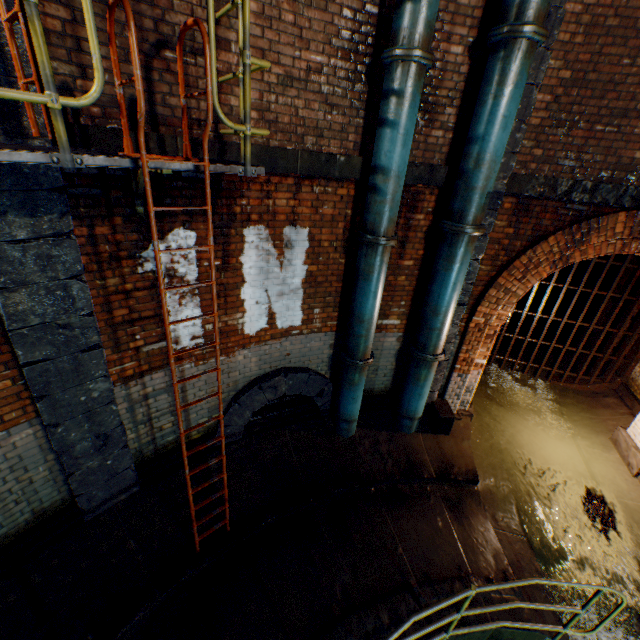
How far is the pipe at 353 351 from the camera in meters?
4.5

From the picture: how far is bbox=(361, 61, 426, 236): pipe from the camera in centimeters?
357cm

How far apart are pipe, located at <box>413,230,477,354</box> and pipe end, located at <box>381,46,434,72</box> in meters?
1.9

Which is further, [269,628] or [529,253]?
[529,253]

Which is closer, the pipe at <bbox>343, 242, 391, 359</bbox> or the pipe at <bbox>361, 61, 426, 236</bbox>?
the pipe at <bbox>361, 61, 426, 236</bbox>

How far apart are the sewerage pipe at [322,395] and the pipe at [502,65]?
3.2 meters

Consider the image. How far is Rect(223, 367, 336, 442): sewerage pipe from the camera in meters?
5.2

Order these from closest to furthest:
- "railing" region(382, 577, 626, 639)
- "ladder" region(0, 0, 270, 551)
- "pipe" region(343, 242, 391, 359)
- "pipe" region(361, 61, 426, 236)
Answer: "ladder" region(0, 0, 270, 551), "railing" region(382, 577, 626, 639), "pipe" region(361, 61, 426, 236), "pipe" region(343, 242, 391, 359)
